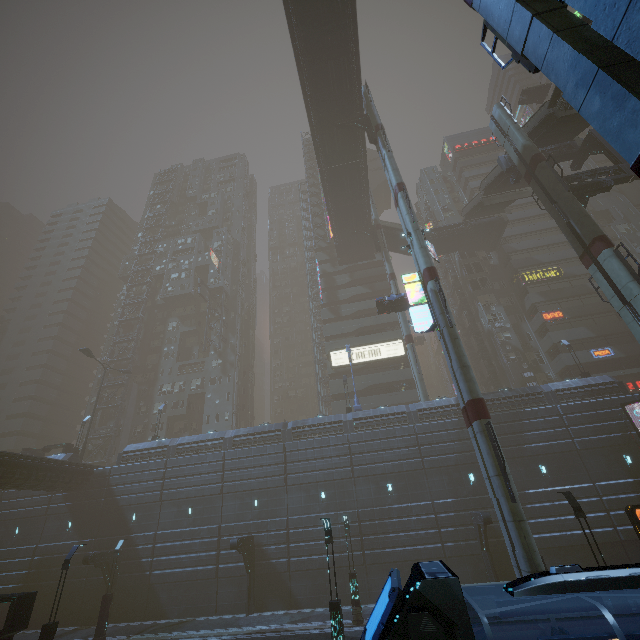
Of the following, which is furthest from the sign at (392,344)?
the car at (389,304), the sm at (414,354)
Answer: the car at (389,304)

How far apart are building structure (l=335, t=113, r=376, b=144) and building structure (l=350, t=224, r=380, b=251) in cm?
1471

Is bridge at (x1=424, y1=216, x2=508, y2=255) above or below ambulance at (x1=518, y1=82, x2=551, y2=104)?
below

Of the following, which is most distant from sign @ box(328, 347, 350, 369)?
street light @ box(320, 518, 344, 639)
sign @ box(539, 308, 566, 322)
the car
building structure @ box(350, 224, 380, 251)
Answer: sign @ box(539, 308, 566, 322)

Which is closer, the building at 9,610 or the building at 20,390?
the building at 9,610

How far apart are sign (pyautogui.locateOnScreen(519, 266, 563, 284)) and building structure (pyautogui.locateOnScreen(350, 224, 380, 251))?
19.4 meters

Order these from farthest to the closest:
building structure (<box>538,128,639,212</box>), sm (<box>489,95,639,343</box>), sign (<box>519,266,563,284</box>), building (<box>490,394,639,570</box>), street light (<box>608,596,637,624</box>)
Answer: sign (<box>519,266,563,284</box>), building structure (<box>538,128,639,212</box>), building (<box>490,394,639,570</box>), sm (<box>489,95,639,343</box>), street light (<box>608,596,637,624</box>)

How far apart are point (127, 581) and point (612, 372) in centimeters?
5281cm
